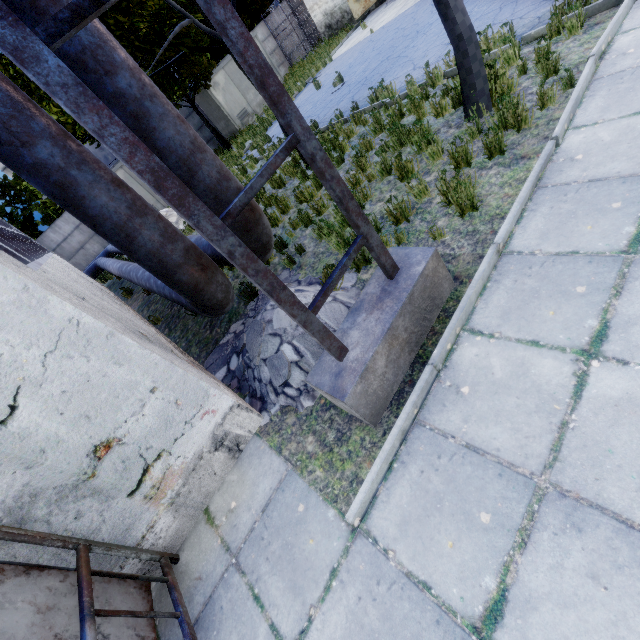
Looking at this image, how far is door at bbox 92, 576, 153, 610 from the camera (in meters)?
2.96

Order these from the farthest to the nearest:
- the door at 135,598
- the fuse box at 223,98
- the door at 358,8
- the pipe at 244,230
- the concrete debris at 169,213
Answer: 1. the fuse box at 223,98
2. the door at 358,8
3. the concrete debris at 169,213
4. the pipe at 244,230
5. the door at 135,598

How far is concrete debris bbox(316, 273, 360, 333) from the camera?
4.14m

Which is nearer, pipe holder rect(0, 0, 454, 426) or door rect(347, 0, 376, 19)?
pipe holder rect(0, 0, 454, 426)

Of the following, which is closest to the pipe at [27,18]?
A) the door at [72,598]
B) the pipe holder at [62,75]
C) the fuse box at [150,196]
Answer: the pipe holder at [62,75]

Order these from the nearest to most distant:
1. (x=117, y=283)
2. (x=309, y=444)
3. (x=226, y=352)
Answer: (x=309, y=444)
(x=226, y=352)
(x=117, y=283)

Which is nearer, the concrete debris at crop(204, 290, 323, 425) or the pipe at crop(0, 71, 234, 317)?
the pipe at crop(0, 71, 234, 317)

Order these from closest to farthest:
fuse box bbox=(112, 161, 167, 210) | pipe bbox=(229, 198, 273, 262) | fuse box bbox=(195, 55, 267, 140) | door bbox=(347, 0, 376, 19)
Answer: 1. pipe bbox=(229, 198, 273, 262)
2. fuse box bbox=(112, 161, 167, 210)
3. door bbox=(347, 0, 376, 19)
4. fuse box bbox=(195, 55, 267, 140)
